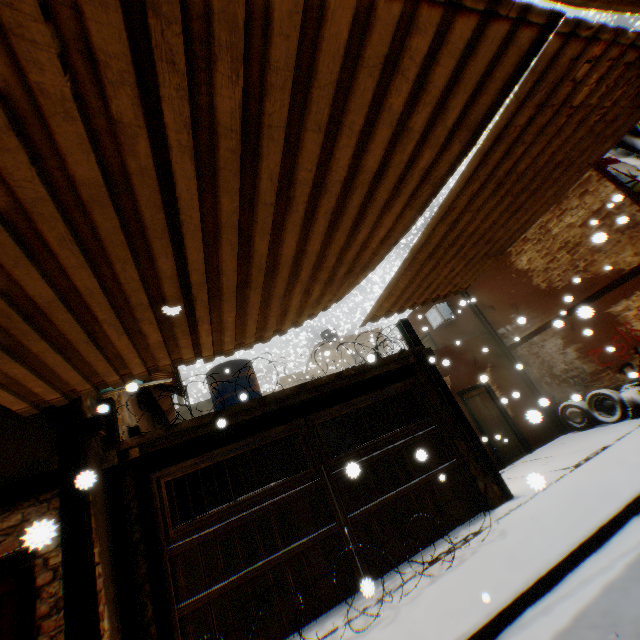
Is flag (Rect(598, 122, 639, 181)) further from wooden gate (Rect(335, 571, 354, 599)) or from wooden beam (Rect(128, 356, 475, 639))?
wooden beam (Rect(128, 356, 475, 639))

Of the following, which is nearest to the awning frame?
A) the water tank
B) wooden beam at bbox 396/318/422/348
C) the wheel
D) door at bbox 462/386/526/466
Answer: wooden beam at bbox 396/318/422/348

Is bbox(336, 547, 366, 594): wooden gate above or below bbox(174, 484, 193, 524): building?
below

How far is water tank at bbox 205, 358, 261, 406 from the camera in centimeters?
1023cm

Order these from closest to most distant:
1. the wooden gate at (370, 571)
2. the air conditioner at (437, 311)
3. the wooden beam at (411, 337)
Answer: the wooden gate at (370, 571) < the wooden beam at (411, 337) < the air conditioner at (437, 311)

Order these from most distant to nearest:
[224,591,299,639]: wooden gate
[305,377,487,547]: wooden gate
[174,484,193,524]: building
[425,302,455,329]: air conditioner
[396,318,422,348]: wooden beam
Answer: [425,302,455,329]: air conditioner
[174,484,193,524]: building
[396,318,422,348]: wooden beam
[305,377,487,547]: wooden gate
[224,591,299,639]: wooden gate

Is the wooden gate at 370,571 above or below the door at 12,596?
below

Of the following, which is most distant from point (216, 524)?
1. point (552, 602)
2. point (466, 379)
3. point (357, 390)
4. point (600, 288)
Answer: point (600, 288)
